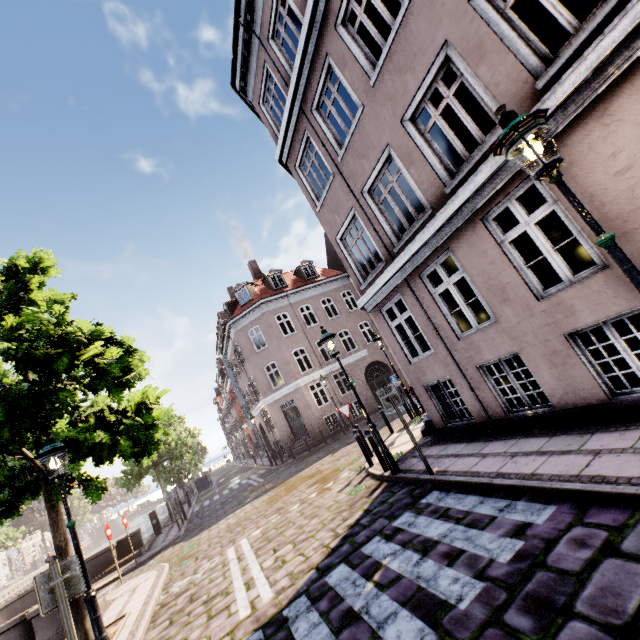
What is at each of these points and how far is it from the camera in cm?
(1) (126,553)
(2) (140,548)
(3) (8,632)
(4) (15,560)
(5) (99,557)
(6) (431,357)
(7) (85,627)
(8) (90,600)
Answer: (1) bridge, 1488
(2) bridge, 1466
(3) bridge, 809
(4) building, 5659
(5) bridge, 1420
(6) building, 812
(7) tree, 630
(8) street light, 519

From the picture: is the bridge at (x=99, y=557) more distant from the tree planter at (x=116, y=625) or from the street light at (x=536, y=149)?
the street light at (x=536, y=149)

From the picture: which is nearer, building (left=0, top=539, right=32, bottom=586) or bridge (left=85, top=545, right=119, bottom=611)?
bridge (left=85, top=545, right=119, bottom=611)

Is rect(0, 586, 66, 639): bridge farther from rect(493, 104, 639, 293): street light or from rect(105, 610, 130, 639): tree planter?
rect(493, 104, 639, 293): street light

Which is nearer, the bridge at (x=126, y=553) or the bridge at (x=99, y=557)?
the bridge at (x=99, y=557)

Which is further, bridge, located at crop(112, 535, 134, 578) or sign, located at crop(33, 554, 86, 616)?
bridge, located at crop(112, 535, 134, 578)

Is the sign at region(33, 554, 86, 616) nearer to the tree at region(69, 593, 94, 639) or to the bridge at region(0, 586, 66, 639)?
the tree at region(69, 593, 94, 639)

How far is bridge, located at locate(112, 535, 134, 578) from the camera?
13.57m
